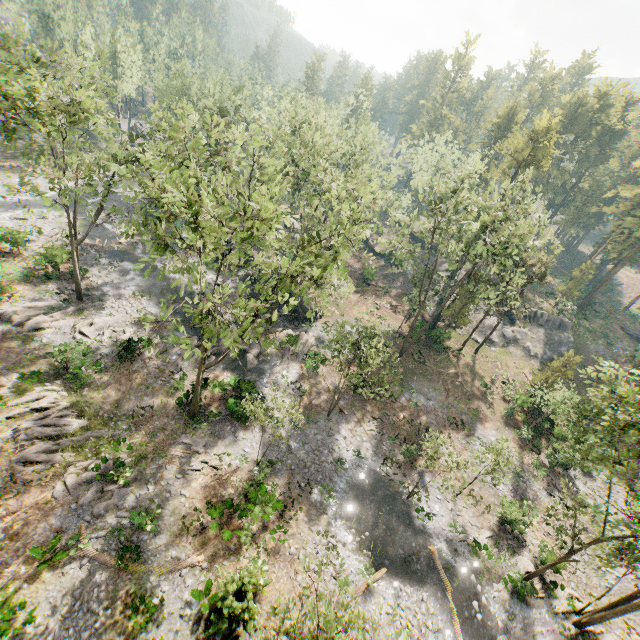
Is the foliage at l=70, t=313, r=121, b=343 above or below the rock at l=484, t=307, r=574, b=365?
below

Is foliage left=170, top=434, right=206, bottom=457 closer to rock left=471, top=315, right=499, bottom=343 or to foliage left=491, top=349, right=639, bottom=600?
foliage left=491, top=349, right=639, bottom=600

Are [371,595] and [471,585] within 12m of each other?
yes

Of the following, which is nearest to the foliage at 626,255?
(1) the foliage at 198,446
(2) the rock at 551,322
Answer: (2) the rock at 551,322

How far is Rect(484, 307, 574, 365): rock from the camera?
45.3m

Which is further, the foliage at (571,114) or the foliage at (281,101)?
the foliage at (571,114)

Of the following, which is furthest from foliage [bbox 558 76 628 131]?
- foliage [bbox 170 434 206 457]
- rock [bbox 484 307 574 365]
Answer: foliage [bbox 170 434 206 457]
